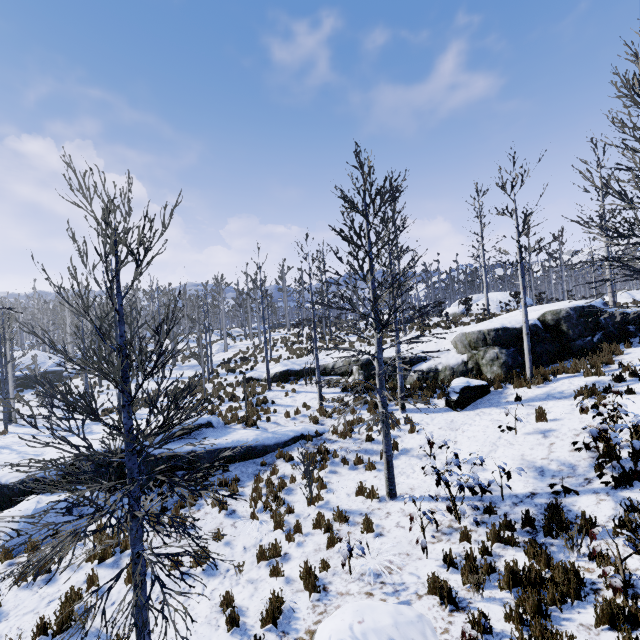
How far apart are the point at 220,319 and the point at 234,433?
33.5 meters

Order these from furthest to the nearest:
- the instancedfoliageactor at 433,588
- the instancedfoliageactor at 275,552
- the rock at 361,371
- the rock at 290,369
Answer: the rock at 290,369 < the rock at 361,371 < the instancedfoliageactor at 275,552 < the instancedfoliageactor at 433,588

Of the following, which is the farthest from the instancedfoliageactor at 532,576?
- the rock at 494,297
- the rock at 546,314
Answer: the rock at 494,297

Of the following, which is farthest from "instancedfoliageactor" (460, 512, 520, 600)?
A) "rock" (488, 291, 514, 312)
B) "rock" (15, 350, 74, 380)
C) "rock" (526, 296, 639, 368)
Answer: "rock" (488, 291, 514, 312)

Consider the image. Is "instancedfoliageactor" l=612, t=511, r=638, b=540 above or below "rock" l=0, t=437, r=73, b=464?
above

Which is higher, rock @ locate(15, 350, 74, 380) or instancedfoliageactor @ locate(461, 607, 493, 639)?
rock @ locate(15, 350, 74, 380)

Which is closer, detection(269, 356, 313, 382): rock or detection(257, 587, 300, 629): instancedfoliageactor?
detection(257, 587, 300, 629): instancedfoliageactor

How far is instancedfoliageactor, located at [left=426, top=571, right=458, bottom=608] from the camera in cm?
498
